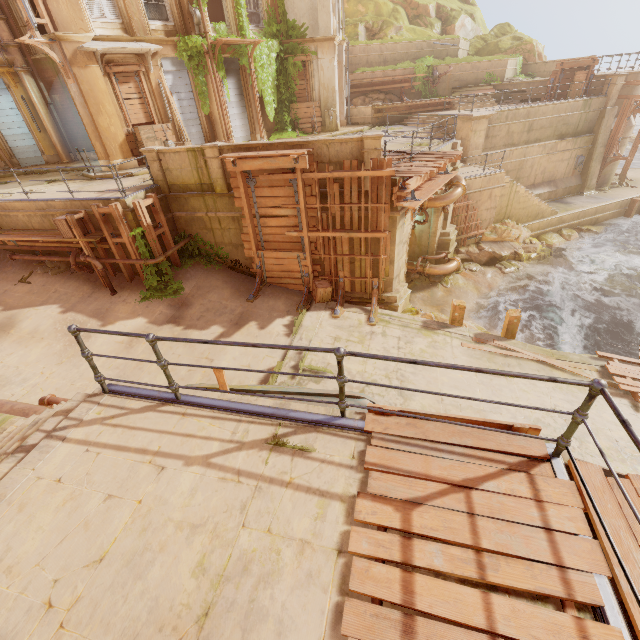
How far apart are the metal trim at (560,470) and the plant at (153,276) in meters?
10.5

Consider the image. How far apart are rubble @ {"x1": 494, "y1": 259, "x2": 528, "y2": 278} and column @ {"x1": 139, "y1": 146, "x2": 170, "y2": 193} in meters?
16.8

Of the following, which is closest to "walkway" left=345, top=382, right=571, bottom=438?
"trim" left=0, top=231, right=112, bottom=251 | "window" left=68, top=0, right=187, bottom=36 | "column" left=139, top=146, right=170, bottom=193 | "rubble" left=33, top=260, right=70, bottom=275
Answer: "column" left=139, top=146, right=170, bottom=193

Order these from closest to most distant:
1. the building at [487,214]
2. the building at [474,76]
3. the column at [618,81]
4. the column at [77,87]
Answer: the column at [77,87], the building at [487,214], the column at [618,81], the building at [474,76]

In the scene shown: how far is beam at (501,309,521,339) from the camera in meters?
10.7 m

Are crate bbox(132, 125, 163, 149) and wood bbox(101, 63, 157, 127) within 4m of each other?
yes

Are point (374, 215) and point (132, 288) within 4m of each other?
no

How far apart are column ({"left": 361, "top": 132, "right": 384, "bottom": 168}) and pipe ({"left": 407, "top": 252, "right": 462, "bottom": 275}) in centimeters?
696cm
